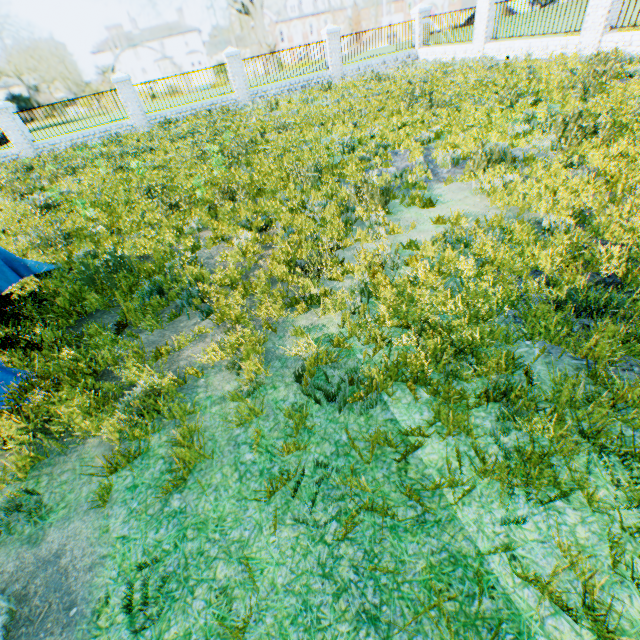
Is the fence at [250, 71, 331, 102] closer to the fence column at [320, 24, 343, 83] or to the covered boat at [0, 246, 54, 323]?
the fence column at [320, 24, 343, 83]

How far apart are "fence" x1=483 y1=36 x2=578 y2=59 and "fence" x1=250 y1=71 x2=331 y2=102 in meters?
7.9 m

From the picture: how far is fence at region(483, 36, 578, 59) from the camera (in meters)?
11.96

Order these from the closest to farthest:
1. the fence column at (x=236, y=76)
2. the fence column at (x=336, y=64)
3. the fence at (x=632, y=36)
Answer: the fence at (x=632, y=36)
the fence column at (x=236, y=76)
the fence column at (x=336, y=64)

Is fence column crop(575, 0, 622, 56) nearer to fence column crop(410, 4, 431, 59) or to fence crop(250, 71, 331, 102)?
fence column crop(410, 4, 431, 59)

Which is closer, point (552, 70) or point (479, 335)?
point (479, 335)

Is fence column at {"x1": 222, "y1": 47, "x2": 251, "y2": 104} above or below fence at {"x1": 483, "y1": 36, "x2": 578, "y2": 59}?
above

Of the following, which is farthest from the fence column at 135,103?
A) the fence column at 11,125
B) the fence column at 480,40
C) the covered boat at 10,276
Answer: the fence column at 480,40
